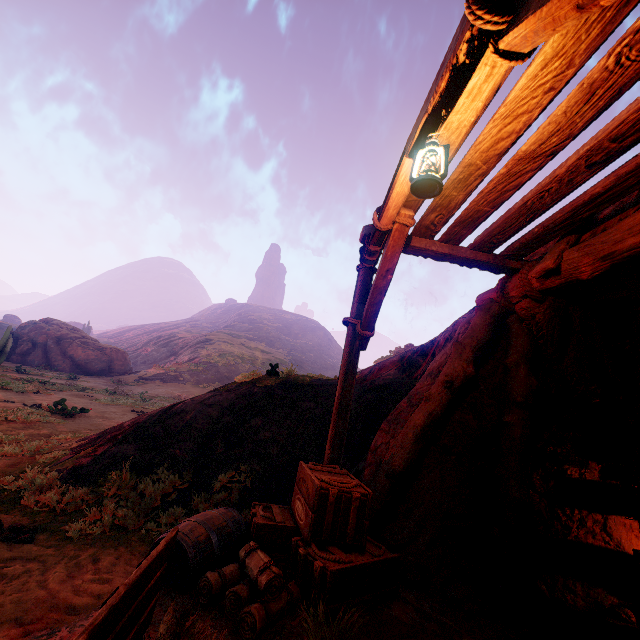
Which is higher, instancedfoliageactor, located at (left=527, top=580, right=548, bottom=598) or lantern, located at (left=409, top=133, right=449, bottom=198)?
lantern, located at (left=409, top=133, right=449, bottom=198)

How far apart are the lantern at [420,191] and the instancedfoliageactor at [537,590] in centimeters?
555cm

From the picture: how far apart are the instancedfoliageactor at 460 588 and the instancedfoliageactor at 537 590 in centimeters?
137cm

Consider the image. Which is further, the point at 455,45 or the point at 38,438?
the point at 38,438

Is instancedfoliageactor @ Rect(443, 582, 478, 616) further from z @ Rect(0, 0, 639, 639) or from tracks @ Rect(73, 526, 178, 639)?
tracks @ Rect(73, 526, 178, 639)

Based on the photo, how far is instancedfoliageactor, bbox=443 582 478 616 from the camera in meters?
3.6 m

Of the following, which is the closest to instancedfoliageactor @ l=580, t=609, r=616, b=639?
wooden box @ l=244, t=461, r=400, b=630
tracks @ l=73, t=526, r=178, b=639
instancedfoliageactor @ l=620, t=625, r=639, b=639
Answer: instancedfoliageactor @ l=620, t=625, r=639, b=639

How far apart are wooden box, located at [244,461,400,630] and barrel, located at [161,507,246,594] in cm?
2
